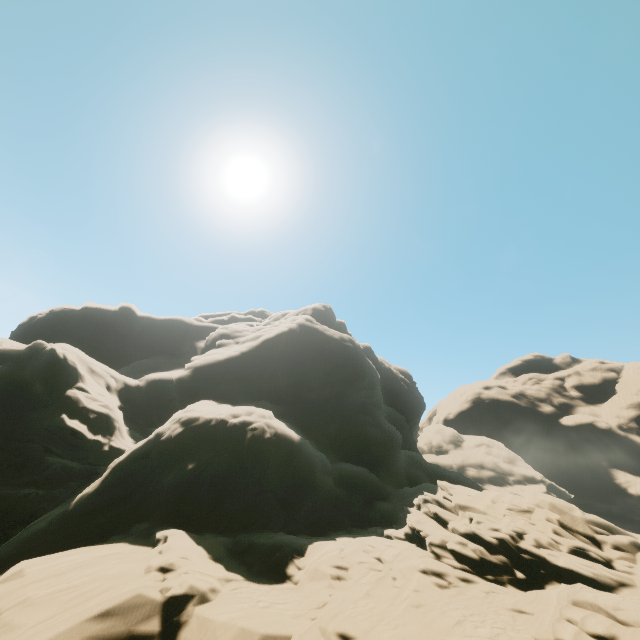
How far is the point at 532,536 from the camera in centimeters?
1269cm
